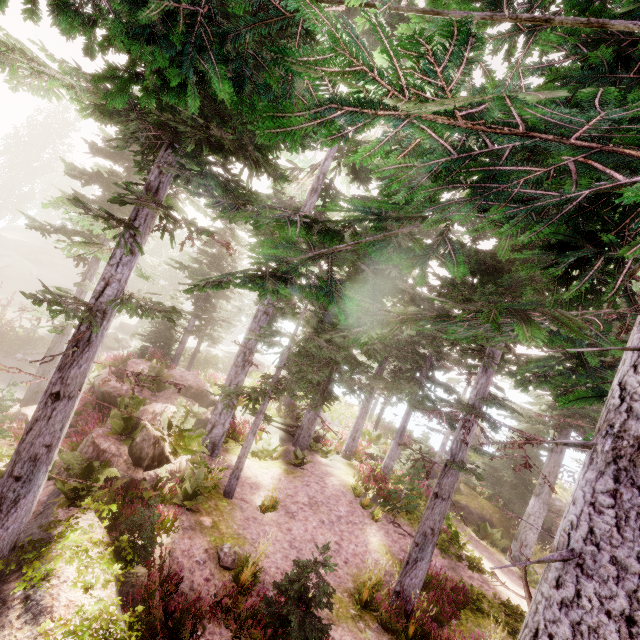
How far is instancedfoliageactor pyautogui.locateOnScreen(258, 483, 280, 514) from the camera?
11.2 meters

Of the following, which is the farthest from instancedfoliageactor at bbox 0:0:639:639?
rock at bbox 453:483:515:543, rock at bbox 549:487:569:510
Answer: rock at bbox 453:483:515:543

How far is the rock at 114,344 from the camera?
31.0 meters

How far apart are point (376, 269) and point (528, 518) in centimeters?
1468cm

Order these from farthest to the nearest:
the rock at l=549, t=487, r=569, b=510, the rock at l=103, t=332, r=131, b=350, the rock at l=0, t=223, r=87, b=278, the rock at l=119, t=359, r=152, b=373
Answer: the rock at l=0, t=223, r=87, b=278
the rock at l=103, t=332, r=131, b=350
the rock at l=549, t=487, r=569, b=510
the rock at l=119, t=359, r=152, b=373

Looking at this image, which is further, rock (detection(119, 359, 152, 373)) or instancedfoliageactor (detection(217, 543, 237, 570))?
rock (detection(119, 359, 152, 373))

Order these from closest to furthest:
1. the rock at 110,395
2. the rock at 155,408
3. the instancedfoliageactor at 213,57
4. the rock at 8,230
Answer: the instancedfoliageactor at 213,57
the rock at 155,408
the rock at 110,395
the rock at 8,230
